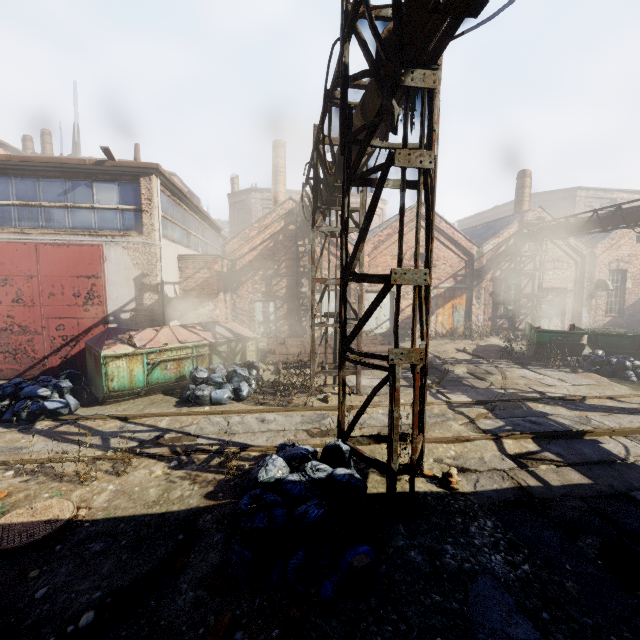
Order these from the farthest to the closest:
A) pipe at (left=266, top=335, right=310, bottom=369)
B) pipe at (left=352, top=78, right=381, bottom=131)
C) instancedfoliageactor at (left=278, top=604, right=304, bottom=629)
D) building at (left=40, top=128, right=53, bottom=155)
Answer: building at (left=40, top=128, right=53, bottom=155)
pipe at (left=266, top=335, right=310, bottom=369)
pipe at (left=352, top=78, right=381, bottom=131)
instancedfoliageactor at (left=278, top=604, right=304, bottom=629)

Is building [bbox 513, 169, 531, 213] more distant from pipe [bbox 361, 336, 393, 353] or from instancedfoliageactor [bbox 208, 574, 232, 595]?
instancedfoliageactor [bbox 208, 574, 232, 595]

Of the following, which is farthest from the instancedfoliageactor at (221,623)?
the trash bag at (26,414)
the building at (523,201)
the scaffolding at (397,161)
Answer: the building at (523,201)

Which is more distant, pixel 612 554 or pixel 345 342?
pixel 345 342

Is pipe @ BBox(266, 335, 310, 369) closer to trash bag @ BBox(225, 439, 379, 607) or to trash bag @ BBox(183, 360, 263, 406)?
trash bag @ BBox(183, 360, 263, 406)

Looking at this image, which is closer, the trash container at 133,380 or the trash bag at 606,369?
the trash container at 133,380

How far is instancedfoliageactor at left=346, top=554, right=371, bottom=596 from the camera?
2.93m

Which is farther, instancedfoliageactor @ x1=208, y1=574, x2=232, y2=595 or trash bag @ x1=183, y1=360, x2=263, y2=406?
trash bag @ x1=183, y1=360, x2=263, y2=406
